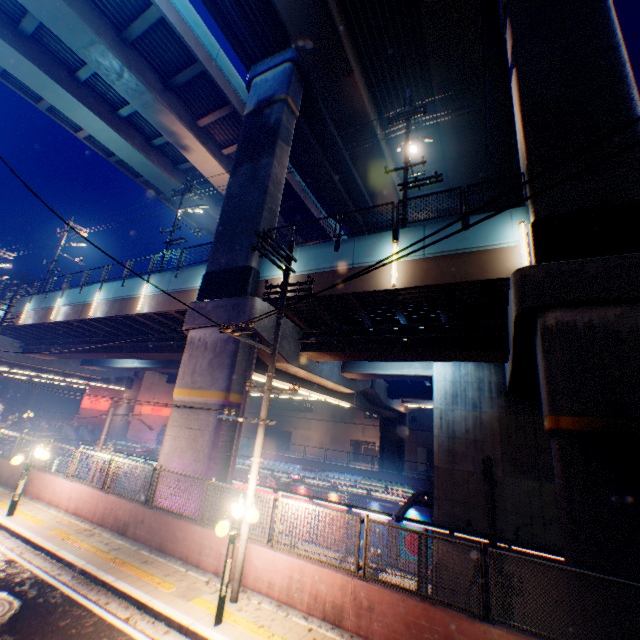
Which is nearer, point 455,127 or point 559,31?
point 559,31

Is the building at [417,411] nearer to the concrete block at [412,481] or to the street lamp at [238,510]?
the concrete block at [412,481]

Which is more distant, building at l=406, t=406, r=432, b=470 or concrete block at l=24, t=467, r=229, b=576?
building at l=406, t=406, r=432, b=470

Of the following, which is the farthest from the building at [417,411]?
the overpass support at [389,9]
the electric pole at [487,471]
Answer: the electric pole at [487,471]

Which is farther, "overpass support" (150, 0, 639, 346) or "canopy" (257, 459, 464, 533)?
"canopy" (257, 459, 464, 533)

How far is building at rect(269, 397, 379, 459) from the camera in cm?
5212

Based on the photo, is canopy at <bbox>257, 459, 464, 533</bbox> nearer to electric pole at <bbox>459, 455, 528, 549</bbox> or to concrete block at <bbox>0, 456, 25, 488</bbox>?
electric pole at <bbox>459, 455, 528, 549</bbox>

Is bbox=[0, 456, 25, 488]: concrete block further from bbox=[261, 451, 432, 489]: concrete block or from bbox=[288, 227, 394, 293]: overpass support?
bbox=[261, 451, 432, 489]: concrete block
